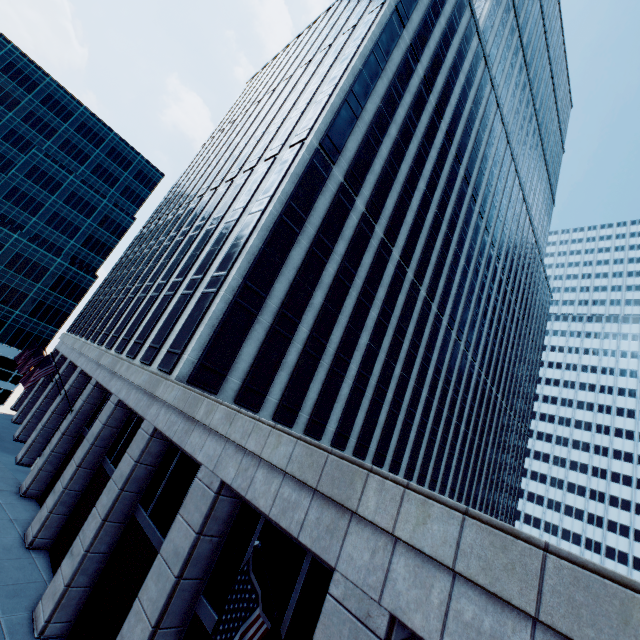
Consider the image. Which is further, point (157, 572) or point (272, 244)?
point (272, 244)

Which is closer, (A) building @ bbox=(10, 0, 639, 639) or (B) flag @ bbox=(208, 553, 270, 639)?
(B) flag @ bbox=(208, 553, 270, 639)

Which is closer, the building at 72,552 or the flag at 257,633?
the flag at 257,633
